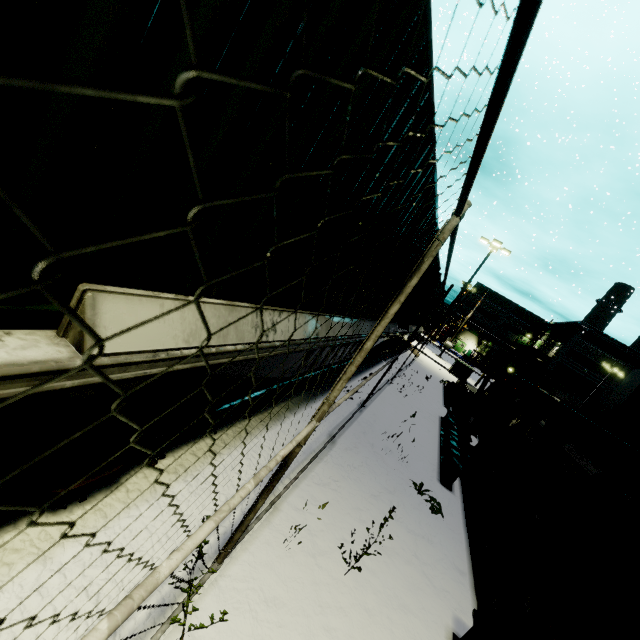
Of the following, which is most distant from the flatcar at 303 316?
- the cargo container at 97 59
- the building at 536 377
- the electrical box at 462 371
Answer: the electrical box at 462 371

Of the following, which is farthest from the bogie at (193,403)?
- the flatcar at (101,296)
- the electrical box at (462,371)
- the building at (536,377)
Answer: the electrical box at (462,371)

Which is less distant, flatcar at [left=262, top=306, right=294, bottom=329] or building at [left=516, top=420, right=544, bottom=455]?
flatcar at [left=262, top=306, right=294, bottom=329]

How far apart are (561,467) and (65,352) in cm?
1035

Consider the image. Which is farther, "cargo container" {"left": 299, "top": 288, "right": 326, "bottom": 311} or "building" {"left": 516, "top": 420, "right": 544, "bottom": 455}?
"building" {"left": 516, "top": 420, "right": 544, "bottom": 455}

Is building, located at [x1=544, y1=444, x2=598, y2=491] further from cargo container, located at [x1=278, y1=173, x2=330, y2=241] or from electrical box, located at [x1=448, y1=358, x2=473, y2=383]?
electrical box, located at [x1=448, y1=358, x2=473, y2=383]

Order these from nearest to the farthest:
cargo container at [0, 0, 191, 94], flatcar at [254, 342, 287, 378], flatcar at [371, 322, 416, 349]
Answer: cargo container at [0, 0, 191, 94] < flatcar at [254, 342, 287, 378] < flatcar at [371, 322, 416, 349]

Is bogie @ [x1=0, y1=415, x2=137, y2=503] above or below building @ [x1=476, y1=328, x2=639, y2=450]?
below
